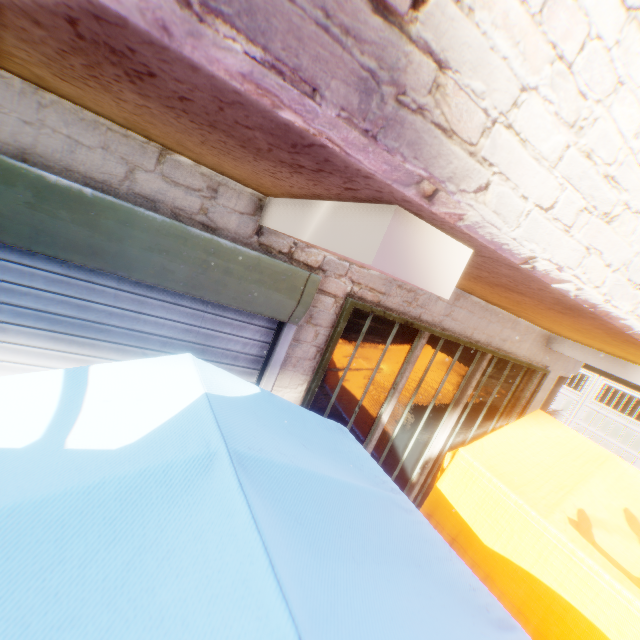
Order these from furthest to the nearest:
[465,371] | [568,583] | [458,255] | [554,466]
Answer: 1. [465,371]
2. [554,466]
3. [568,583]
4. [458,255]

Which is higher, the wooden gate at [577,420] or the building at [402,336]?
the building at [402,336]

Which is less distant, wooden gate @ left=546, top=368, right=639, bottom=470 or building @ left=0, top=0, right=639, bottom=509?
building @ left=0, top=0, right=639, bottom=509

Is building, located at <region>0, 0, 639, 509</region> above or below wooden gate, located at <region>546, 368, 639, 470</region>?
above

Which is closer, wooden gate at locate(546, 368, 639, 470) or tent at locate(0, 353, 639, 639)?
tent at locate(0, 353, 639, 639)

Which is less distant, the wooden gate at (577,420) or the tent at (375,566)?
the tent at (375,566)
